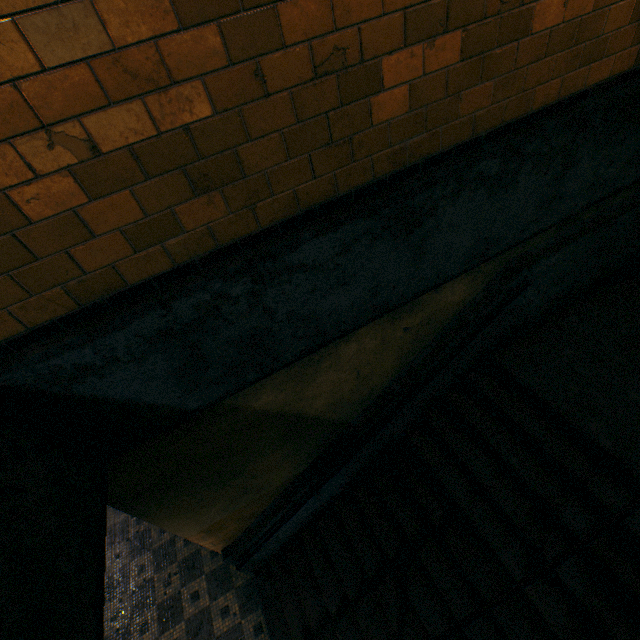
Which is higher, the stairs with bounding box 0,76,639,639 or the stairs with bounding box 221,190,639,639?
the stairs with bounding box 0,76,639,639

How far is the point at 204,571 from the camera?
5.1m

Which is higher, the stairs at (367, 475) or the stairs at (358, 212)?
the stairs at (358, 212)

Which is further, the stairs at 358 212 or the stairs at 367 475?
the stairs at 367 475

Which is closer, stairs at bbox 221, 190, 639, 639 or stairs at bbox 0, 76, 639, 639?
stairs at bbox 0, 76, 639, 639
